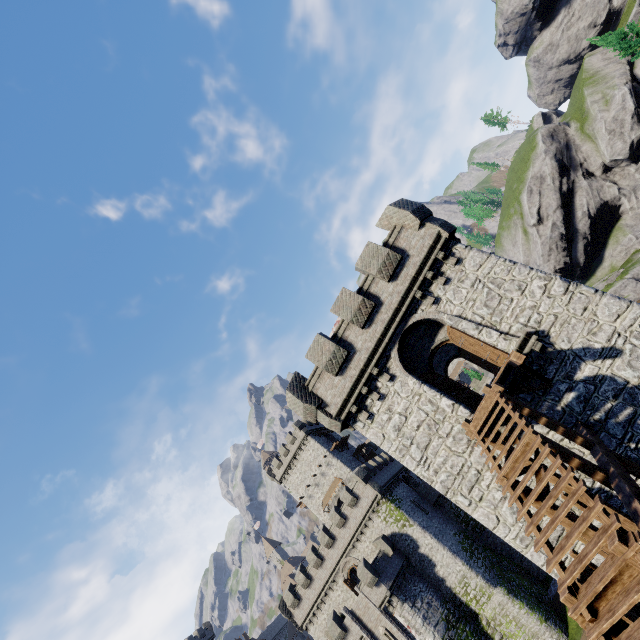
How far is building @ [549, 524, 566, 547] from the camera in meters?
11.0

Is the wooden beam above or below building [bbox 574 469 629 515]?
above

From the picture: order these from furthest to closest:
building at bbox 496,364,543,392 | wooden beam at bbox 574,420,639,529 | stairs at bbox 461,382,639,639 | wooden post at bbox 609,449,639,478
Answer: building at bbox 496,364,543,392 < wooden post at bbox 609,449,639,478 < wooden beam at bbox 574,420,639,529 < stairs at bbox 461,382,639,639

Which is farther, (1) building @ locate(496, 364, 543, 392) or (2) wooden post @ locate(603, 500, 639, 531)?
(1) building @ locate(496, 364, 543, 392)

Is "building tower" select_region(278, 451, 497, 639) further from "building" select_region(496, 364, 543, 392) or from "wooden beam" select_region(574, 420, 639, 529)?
"wooden beam" select_region(574, 420, 639, 529)

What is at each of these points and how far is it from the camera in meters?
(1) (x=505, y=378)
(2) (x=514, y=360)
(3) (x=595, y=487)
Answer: (1) building, 12.3 m
(2) wooden platform, 10.4 m
(3) building, 10.8 m

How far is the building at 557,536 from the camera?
11.0 meters

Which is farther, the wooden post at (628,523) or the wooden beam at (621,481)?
the wooden post at (628,523)
